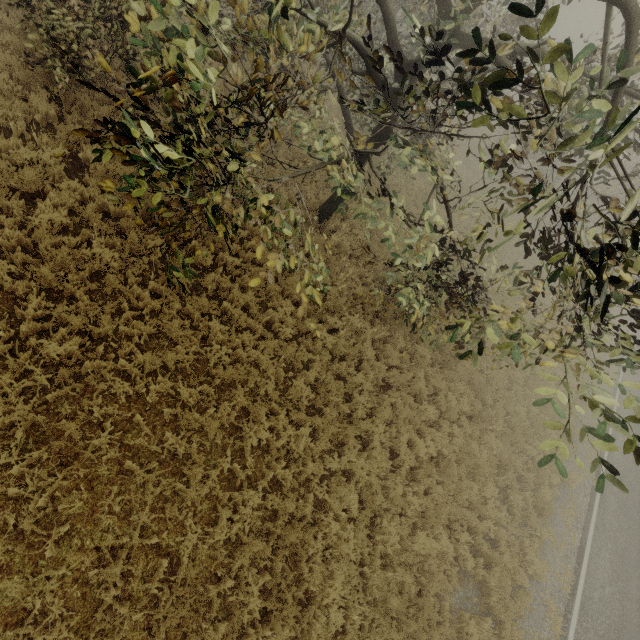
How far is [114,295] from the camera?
6.7m
